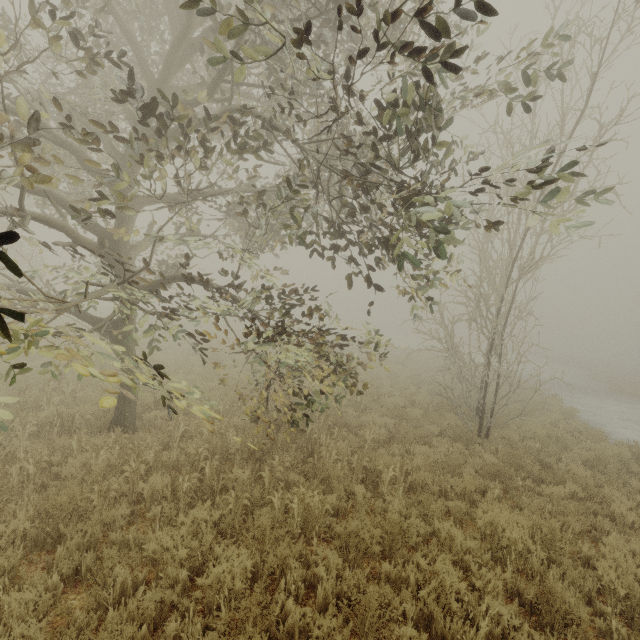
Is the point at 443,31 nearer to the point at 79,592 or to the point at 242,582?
the point at 242,582

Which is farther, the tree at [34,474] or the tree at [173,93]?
the tree at [34,474]

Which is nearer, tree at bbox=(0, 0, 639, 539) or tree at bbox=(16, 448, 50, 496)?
tree at bbox=(0, 0, 639, 539)

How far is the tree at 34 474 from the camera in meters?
4.9 m

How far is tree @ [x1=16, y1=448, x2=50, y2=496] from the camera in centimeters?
489cm

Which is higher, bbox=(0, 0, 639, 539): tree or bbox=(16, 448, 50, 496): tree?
bbox=(0, 0, 639, 539): tree
